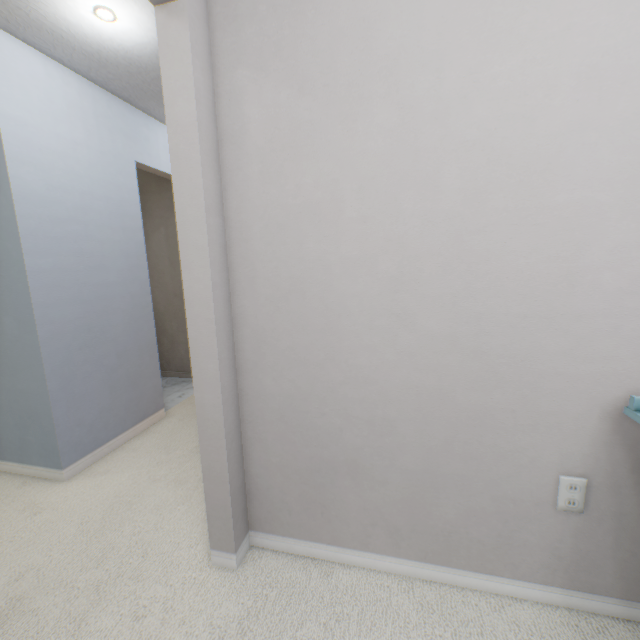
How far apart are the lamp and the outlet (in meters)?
2.80

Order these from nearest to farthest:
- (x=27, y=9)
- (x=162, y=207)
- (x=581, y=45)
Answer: (x=581, y=45), (x=27, y=9), (x=162, y=207)

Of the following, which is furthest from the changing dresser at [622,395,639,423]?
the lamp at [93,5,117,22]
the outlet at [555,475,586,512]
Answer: the lamp at [93,5,117,22]

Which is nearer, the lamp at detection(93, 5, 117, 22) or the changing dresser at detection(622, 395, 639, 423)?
the changing dresser at detection(622, 395, 639, 423)

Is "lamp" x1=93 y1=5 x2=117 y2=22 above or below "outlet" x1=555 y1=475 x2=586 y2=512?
above

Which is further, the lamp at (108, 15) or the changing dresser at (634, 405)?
the lamp at (108, 15)

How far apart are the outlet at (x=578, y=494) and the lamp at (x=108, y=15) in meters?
2.8 m
